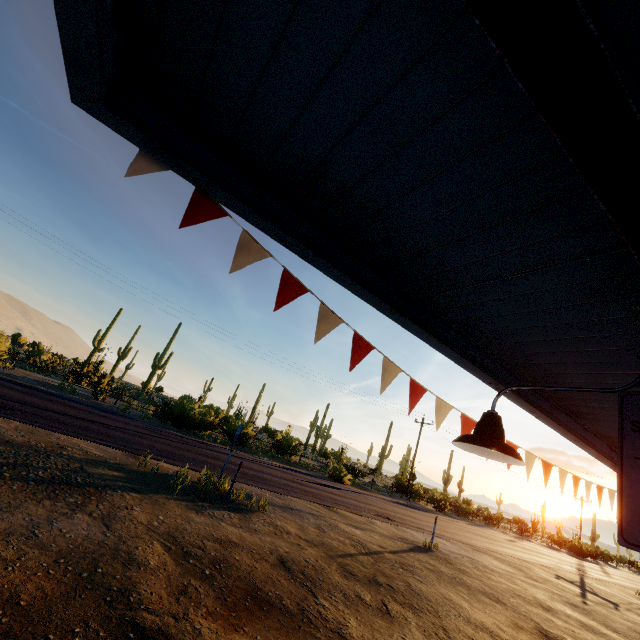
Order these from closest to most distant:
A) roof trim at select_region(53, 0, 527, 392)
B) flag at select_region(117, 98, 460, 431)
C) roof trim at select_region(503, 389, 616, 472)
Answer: roof trim at select_region(53, 0, 527, 392), flag at select_region(117, 98, 460, 431), roof trim at select_region(503, 389, 616, 472)

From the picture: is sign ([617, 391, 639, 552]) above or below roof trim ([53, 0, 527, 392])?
below

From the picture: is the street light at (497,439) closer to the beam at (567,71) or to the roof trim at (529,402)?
the beam at (567,71)

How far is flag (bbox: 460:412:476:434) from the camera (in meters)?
4.16

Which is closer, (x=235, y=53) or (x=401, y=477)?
(x=235, y=53)

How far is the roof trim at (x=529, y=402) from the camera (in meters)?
5.11

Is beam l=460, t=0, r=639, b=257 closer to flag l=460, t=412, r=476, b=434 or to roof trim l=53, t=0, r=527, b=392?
roof trim l=53, t=0, r=527, b=392

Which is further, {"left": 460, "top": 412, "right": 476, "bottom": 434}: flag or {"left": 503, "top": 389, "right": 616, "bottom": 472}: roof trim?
{"left": 503, "top": 389, "right": 616, "bottom": 472}: roof trim
